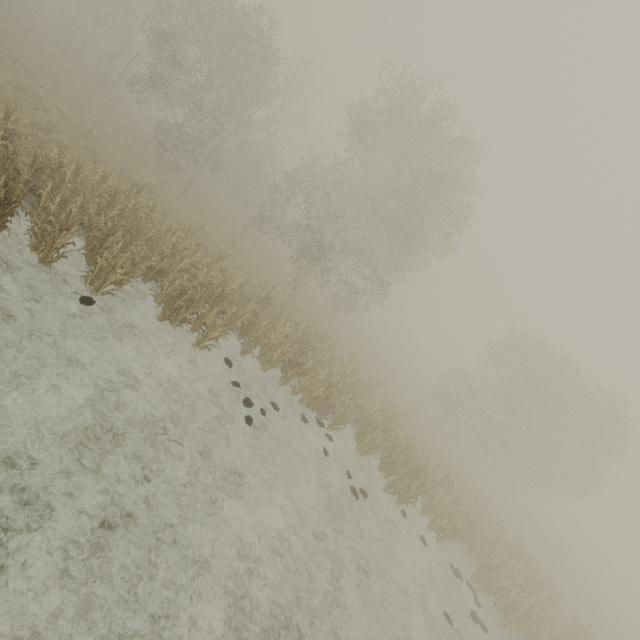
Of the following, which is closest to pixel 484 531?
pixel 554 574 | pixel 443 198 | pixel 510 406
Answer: pixel 554 574
